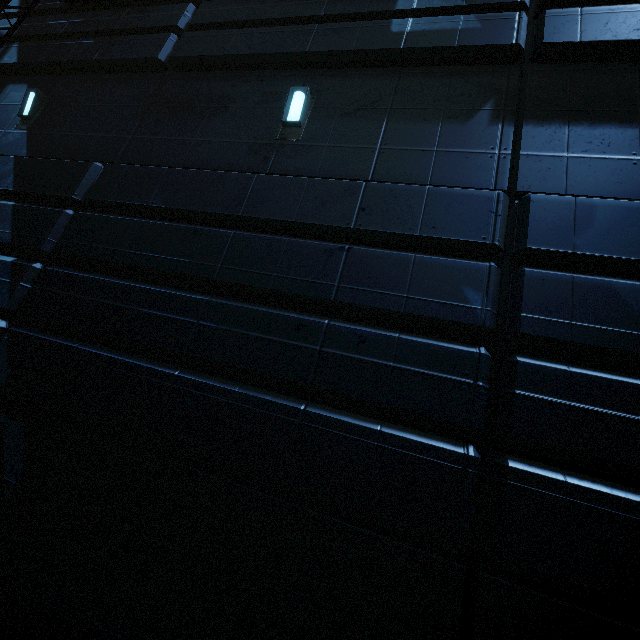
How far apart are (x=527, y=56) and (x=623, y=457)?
5.4 meters
